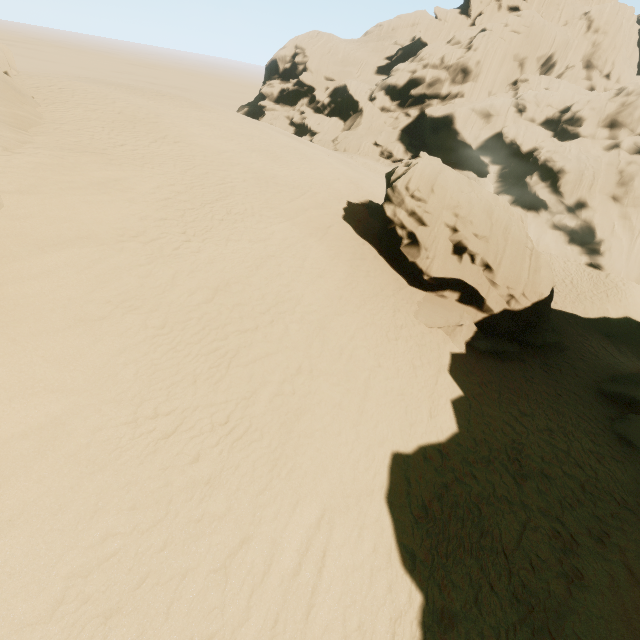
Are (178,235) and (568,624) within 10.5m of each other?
no

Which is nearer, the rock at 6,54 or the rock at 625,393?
the rock at 6,54

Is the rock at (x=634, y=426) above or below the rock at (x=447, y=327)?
below

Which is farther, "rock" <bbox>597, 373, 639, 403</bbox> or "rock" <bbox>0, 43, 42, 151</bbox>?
"rock" <bbox>597, 373, 639, 403</bbox>

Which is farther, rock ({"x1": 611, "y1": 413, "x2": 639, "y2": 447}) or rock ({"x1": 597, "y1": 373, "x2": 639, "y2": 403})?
rock ({"x1": 597, "y1": 373, "x2": 639, "y2": 403})

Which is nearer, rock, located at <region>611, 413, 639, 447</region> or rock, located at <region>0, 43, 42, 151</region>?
rock, located at <region>0, 43, 42, 151</region>

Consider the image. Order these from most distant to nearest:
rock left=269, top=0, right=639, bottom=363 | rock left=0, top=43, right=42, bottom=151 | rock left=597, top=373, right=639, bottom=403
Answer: rock left=269, top=0, right=639, bottom=363 < rock left=597, top=373, right=639, bottom=403 < rock left=0, top=43, right=42, bottom=151
